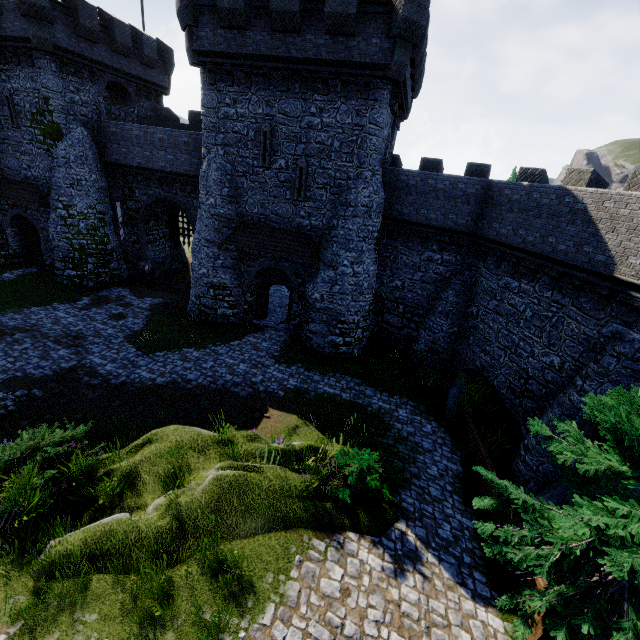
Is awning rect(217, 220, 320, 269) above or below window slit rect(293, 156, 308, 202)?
below

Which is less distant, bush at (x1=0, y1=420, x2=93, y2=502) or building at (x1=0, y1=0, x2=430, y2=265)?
bush at (x1=0, y1=420, x2=93, y2=502)

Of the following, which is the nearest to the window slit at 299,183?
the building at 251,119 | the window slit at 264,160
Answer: the building at 251,119

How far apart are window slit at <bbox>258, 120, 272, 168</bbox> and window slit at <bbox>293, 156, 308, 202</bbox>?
1.33m

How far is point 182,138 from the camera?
20.9m

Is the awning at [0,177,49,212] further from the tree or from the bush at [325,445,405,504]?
the tree

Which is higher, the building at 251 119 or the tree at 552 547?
the building at 251 119

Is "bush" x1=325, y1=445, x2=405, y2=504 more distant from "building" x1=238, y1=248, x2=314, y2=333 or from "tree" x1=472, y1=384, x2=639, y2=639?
"building" x1=238, y1=248, x2=314, y2=333
